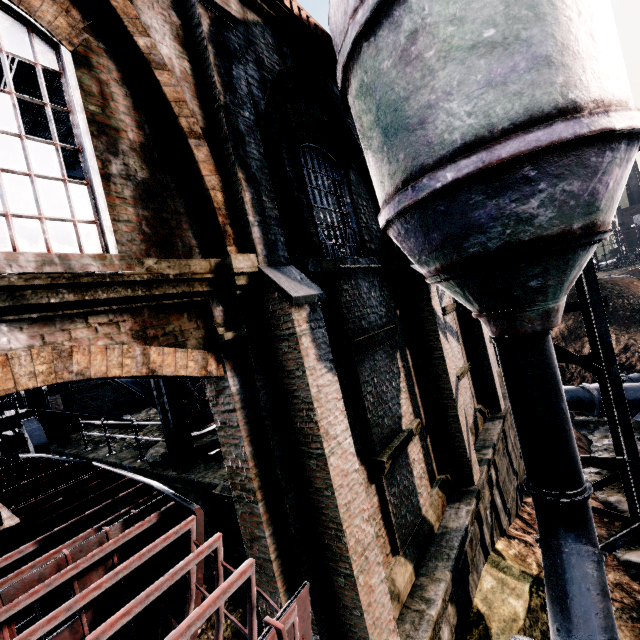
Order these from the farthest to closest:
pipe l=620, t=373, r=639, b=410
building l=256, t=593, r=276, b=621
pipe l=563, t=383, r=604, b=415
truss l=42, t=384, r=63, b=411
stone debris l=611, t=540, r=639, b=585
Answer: pipe l=563, t=383, r=604, b=415
pipe l=620, t=373, r=639, b=410
truss l=42, t=384, r=63, b=411
stone debris l=611, t=540, r=639, b=585
building l=256, t=593, r=276, b=621

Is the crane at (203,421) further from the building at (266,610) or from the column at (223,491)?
the building at (266,610)

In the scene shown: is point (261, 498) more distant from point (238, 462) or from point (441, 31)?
point (441, 31)

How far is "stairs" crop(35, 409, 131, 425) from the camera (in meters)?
12.09

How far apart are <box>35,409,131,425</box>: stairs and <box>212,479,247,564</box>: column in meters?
10.3

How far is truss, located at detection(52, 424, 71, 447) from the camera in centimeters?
1438cm

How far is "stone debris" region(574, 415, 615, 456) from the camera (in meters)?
16.83

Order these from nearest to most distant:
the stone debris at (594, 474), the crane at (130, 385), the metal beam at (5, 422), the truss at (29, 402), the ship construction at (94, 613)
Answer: the ship construction at (94, 613) → the crane at (130, 385) → the metal beam at (5, 422) → the stone debris at (594, 474) → the truss at (29, 402)
